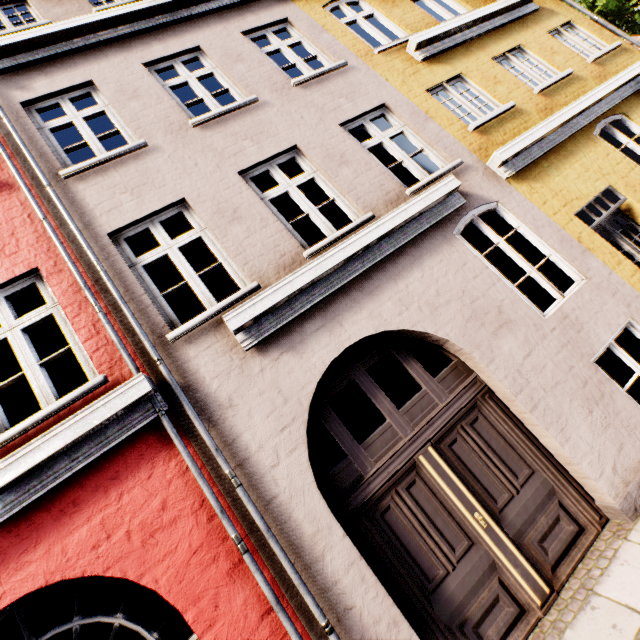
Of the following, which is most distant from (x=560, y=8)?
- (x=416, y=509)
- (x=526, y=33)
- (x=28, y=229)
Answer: (x=28, y=229)
